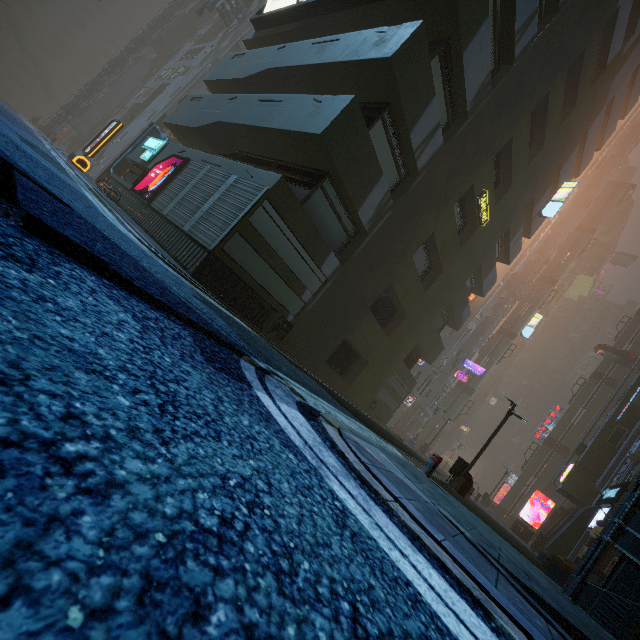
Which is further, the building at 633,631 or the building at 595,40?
the building at 595,40

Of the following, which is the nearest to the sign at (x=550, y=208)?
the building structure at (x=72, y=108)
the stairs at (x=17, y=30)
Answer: the building structure at (x=72, y=108)

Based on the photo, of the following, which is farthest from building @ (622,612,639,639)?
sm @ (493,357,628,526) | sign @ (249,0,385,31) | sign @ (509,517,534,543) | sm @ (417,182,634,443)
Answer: sign @ (509,517,534,543)

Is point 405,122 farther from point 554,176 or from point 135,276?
point 554,176

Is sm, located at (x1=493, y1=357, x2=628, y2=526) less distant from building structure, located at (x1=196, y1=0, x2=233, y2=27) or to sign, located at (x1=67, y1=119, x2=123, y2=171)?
sign, located at (x1=67, y1=119, x2=123, y2=171)

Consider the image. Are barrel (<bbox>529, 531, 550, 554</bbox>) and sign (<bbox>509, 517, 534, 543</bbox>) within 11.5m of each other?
yes

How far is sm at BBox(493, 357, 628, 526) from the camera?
32.5m

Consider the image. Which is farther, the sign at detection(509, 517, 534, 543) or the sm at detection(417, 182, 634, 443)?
the sm at detection(417, 182, 634, 443)
